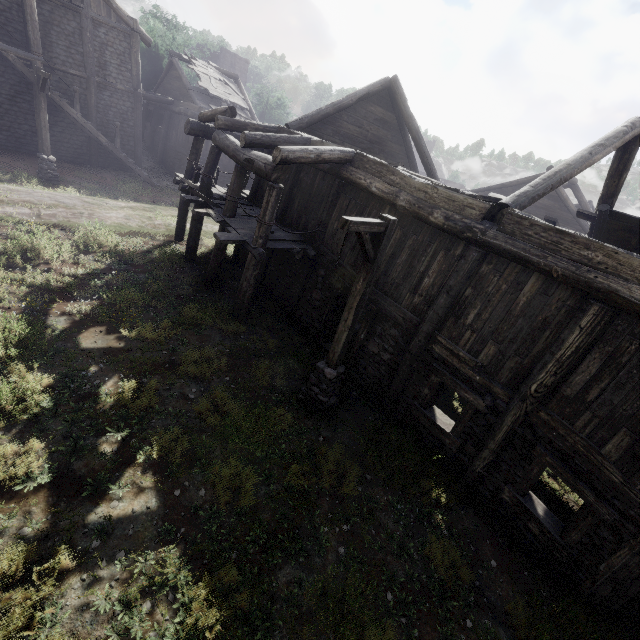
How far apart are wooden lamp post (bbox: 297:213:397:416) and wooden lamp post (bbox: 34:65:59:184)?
15.93m

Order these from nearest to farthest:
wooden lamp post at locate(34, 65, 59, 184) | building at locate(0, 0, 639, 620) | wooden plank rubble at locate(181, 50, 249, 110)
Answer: building at locate(0, 0, 639, 620) → wooden lamp post at locate(34, 65, 59, 184) → wooden plank rubble at locate(181, 50, 249, 110)

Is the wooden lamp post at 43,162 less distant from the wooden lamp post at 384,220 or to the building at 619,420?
the building at 619,420

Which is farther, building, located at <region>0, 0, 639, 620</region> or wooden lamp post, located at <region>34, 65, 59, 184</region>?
wooden lamp post, located at <region>34, 65, 59, 184</region>

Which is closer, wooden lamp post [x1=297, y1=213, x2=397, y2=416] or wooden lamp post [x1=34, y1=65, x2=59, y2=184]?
wooden lamp post [x1=297, y1=213, x2=397, y2=416]

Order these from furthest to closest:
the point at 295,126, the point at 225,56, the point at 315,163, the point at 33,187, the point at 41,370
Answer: the point at 225,56 < the point at 33,187 < the point at 295,126 < the point at 315,163 < the point at 41,370

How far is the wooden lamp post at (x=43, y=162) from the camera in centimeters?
1385cm

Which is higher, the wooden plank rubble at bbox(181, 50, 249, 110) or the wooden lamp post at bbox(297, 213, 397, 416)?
the wooden plank rubble at bbox(181, 50, 249, 110)
